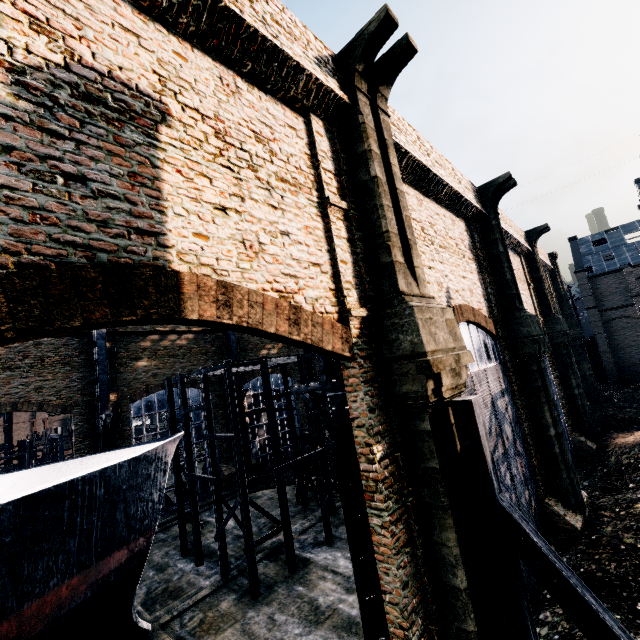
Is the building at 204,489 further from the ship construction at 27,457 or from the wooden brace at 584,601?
the ship construction at 27,457

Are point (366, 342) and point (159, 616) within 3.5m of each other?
no

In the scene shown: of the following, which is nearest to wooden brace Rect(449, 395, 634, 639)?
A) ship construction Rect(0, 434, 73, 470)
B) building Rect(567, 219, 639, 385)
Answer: ship construction Rect(0, 434, 73, 470)

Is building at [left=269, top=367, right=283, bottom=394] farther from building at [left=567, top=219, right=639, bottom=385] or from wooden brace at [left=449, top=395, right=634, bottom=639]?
building at [left=567, top=219, right=639, bottom=385]

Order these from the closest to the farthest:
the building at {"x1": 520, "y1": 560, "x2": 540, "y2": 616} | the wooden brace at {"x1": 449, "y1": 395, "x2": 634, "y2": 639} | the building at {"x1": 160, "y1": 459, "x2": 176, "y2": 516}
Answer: the wooden brace at {"x1": 449, "y1": 395, "x2": 634, "y2": 639}
the building at {"x1": 520, "y1": 560, "x2": 540, "y2": 616}
the building at {"x1": 160, "y1": 459, "x2": 176, "y2": 516}

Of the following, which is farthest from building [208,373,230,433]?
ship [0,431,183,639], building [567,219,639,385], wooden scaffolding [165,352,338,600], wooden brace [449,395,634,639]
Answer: building [567,219,639,385]

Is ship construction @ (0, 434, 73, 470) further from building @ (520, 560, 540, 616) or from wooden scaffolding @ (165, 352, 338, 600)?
wooden scaffolding @ (165, 352, 338, 600)

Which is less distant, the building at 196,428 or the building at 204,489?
the building at 204,489
